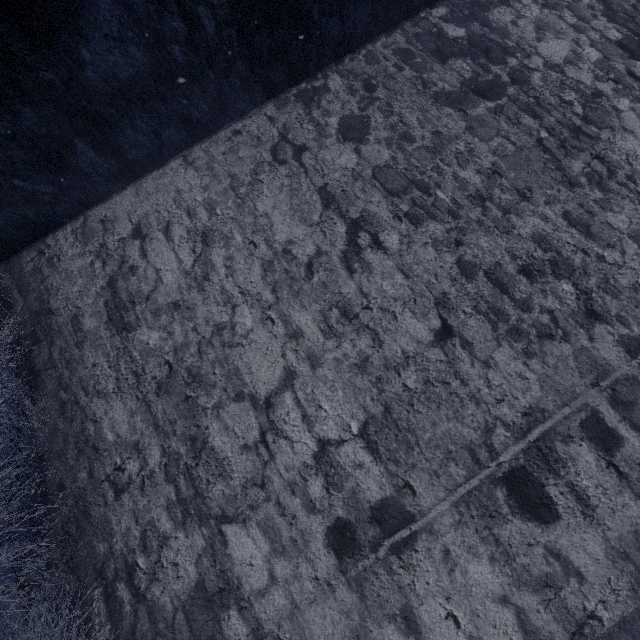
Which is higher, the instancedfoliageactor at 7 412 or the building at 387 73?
the building at 387 73

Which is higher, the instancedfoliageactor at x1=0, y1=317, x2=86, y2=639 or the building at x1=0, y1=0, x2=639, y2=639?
the building at x1=0, y1=0, x2=639, y2=639

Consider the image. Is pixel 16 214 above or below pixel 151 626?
above
